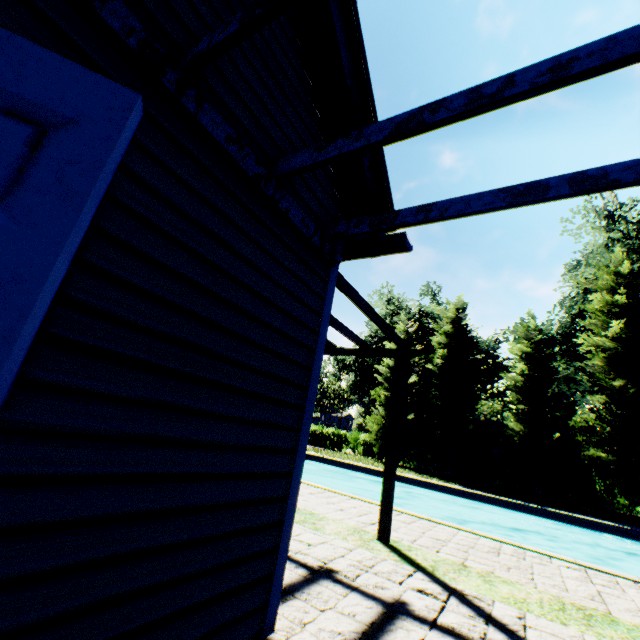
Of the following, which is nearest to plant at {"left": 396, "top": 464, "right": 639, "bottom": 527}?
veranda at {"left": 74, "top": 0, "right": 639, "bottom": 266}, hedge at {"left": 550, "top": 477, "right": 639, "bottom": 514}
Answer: hedge at {"left": 550, "top": 477, "right": 639, "bottom": 514}

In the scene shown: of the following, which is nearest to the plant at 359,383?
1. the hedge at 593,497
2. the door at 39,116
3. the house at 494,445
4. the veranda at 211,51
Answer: the hedge at 593,497

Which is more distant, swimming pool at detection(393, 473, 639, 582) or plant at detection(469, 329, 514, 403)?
plant at detection(469, 329, 514, 403)

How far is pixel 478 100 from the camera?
1.63m

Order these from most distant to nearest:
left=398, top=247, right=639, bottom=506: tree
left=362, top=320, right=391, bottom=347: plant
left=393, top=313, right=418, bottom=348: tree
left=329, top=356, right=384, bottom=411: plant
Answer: left=329, top=356, right=384, bottom=411: plant
left=362, top=320, right=391, bottom=347: plant
left=393, top=313, right=418, bottom=348: tree
left=398, top=247, right=639, bottom=506: tree

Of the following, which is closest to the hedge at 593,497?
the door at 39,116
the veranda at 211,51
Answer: the veranda at 211,51

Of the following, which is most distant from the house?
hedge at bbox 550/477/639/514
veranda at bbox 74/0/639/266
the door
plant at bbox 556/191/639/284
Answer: the door

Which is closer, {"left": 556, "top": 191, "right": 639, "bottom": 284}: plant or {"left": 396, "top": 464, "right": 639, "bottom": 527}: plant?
{"left": 396, "top": 464, "right": 639, "bottom": 527}: plant
